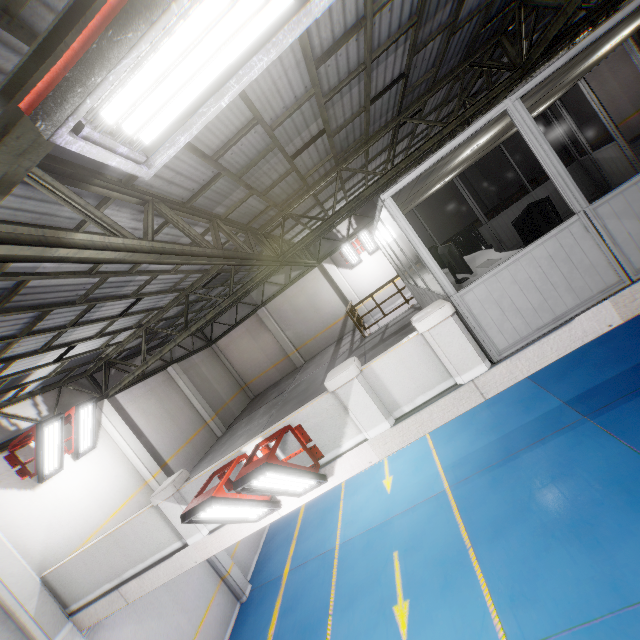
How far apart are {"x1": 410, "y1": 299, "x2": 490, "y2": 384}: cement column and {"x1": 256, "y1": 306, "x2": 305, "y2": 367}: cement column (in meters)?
12.61

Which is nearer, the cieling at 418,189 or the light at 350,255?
the cieling at 418,189

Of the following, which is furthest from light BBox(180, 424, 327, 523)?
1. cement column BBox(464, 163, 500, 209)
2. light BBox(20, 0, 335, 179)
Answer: cement column BBox(464, 163, 500, 209)

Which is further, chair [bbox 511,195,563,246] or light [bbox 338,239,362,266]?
light [bbox 338,239,362,266]

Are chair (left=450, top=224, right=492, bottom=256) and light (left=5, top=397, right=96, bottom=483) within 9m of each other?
no

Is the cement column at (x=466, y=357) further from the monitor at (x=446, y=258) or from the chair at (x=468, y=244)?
the chair at (x=468, y=244)

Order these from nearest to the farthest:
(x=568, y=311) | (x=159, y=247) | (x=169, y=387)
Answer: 1. (x=159, y=247)
2. (x=568, y=311)
3. (x=169, y=387)

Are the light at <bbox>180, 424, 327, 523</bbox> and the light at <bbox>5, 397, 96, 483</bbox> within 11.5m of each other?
yes
